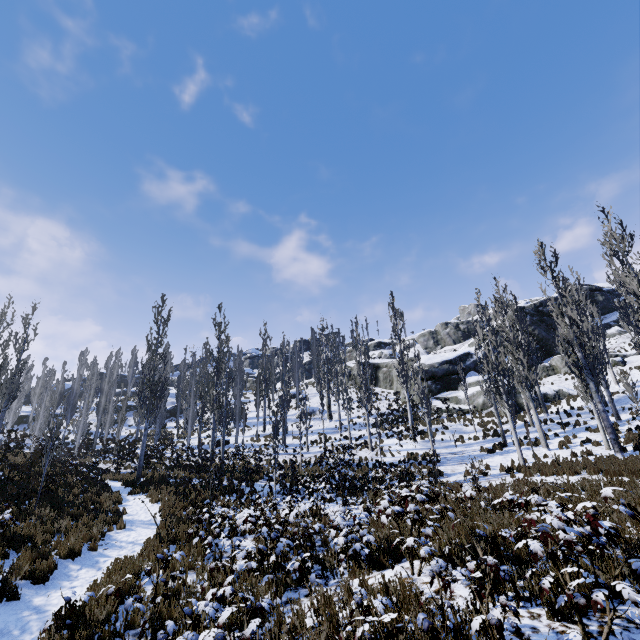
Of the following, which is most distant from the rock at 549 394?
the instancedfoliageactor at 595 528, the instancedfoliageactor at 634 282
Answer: the instancedfoliageactor at 595 528

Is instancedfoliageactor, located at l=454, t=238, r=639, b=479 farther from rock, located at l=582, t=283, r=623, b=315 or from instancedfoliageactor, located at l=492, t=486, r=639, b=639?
instancedfoliageactor, located at l=492, t=486, r=639, b=639

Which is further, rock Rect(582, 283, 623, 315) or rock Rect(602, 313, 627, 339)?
rock Rect(582, 283, 623, 315)

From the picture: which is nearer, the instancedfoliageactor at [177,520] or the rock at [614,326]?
the instancedfoliageactor at [177,520]

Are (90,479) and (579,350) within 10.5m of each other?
no

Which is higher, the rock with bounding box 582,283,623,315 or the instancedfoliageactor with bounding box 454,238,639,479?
the rock with bounding box 582,283,623,315

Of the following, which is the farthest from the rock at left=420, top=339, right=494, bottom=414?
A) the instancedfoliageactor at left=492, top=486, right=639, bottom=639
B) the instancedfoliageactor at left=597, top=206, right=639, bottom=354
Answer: the instancedfoliageactor at left=492, top=486, right=639, bottom=639

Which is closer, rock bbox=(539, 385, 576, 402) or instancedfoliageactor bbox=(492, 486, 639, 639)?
instancedfoliageactor bbox=(492, 486, 639, 639)
